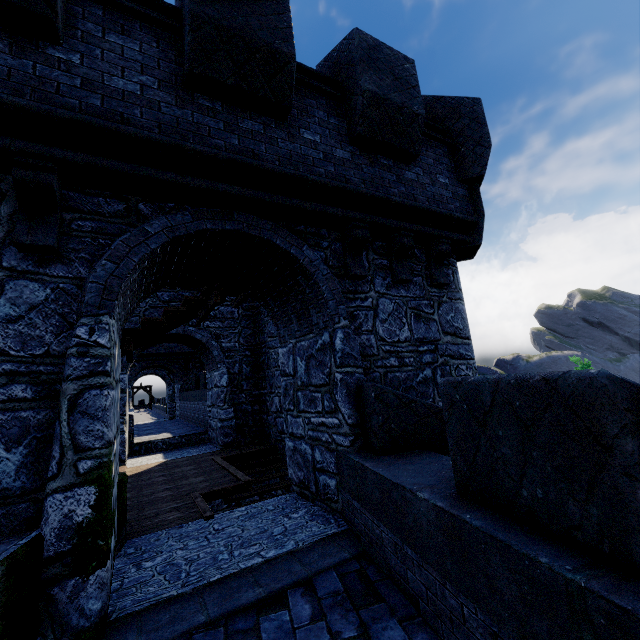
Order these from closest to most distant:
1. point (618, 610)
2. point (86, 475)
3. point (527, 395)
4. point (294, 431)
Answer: point (618, 610)
point (527, 395)
point (86, 475)
point (294, 431)
